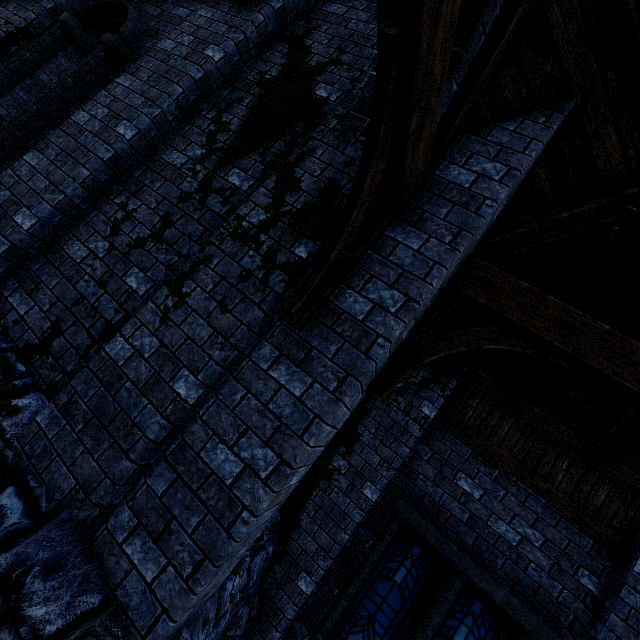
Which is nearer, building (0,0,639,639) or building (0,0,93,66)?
building (0,0,639,639)

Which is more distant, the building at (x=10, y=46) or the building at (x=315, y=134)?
the building at (x=10, y=46)

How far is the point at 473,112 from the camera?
2.9 meters

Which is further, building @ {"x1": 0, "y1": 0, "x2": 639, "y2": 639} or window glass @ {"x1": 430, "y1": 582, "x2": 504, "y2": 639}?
window glass @ {"x1": 430, "y1": 582, "x2": 504, "y2": 639}

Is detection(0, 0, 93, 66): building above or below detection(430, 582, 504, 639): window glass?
above

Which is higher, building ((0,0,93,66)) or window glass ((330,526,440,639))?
building ((0,0,93,66))

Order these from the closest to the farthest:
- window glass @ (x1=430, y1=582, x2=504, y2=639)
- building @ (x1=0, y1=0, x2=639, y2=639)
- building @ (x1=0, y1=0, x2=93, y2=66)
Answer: building @ (x1=0, y1=0, x2=639, y2=639), window glass @ (x1=430, y1=582, x2=504, y2=639), building @ (x1=0, y1=0, x2=93, y2=66)

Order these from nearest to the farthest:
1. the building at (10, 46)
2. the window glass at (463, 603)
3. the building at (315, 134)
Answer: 1. the building at (315, 134)
2. the window glass at (463, 603)
3. the building at (10, 46)
